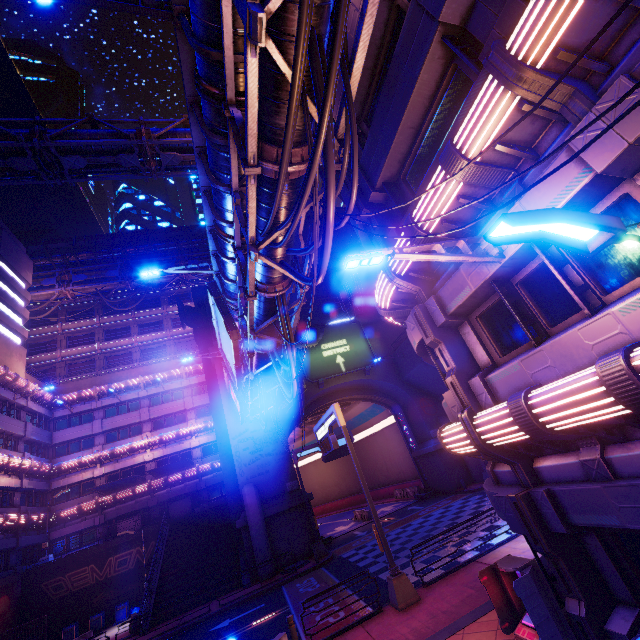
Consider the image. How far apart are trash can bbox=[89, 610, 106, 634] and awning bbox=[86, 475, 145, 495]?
9.7 meters

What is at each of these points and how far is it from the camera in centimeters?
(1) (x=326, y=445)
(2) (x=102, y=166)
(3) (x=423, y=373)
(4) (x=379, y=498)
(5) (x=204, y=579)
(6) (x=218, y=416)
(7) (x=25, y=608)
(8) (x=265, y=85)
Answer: (1) sign, 1630cm
(2) pipe, 1873cm
(3) walkway, 3028cm
(4) tunnel, 4112cm
(5) stair, 2341cm
(6) column, 3052cm
(7) column, 2600cm
(8) pipe, 595cm

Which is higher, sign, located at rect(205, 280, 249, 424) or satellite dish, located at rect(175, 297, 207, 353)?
satellite dish, located at rect(175, 297, 207, 353)

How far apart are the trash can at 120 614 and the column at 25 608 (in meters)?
6.46

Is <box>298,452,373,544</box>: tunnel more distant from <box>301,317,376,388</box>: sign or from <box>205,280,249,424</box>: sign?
<box>205,280,249,424</box>: sign

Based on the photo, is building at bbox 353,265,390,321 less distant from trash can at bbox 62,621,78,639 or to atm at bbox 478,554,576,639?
atm at bbox 478,554,576,639

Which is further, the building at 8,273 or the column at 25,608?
the building at 8,273

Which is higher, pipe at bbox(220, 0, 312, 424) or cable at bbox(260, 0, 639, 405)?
pipe at bbox(220, 0, 312, 424)
